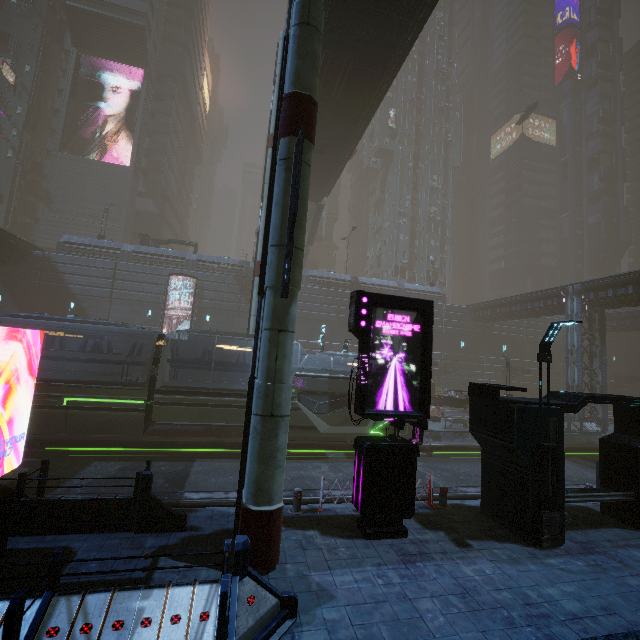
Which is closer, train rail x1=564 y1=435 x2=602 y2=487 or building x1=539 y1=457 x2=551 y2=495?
building x1=539 y1=457 x2=551 y2=495

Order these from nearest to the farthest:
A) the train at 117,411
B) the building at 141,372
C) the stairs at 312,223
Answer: the train at 117,411
the building at 141,372
the stairs at 312,223

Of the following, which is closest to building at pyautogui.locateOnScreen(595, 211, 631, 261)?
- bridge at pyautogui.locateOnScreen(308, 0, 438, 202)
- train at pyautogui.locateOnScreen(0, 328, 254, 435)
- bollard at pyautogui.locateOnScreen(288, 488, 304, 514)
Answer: train at pyautogui.locateOnScreen(0, 328, 254, 435)

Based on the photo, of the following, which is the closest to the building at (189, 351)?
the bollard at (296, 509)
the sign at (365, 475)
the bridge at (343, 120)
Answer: the sign at (365, 475)

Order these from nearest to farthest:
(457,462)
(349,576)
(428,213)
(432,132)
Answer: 1. (349,576)
2. (457,462)
3. (428,213)
4. (432,132)

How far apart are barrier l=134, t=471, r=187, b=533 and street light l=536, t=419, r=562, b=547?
8.56m

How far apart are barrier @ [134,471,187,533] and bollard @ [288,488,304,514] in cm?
258

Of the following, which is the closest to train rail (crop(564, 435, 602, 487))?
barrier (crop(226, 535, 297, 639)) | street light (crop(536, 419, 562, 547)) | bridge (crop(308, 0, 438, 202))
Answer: street light (crop(536, 419, 562, 547))
